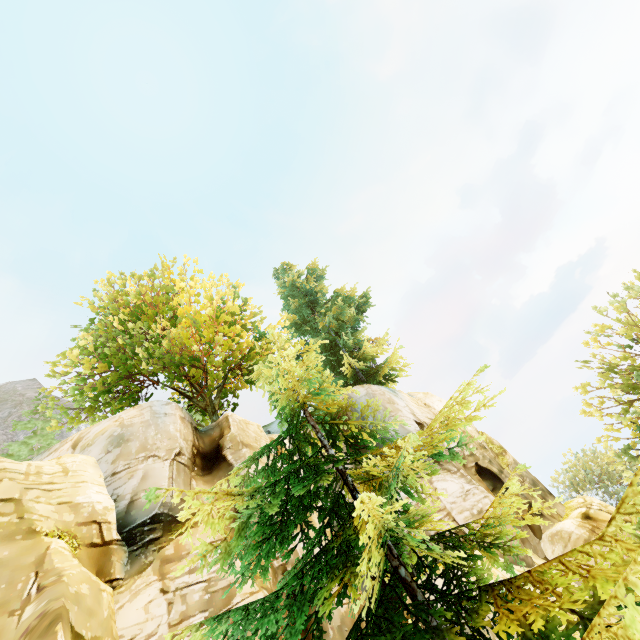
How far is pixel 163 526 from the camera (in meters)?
9.14
